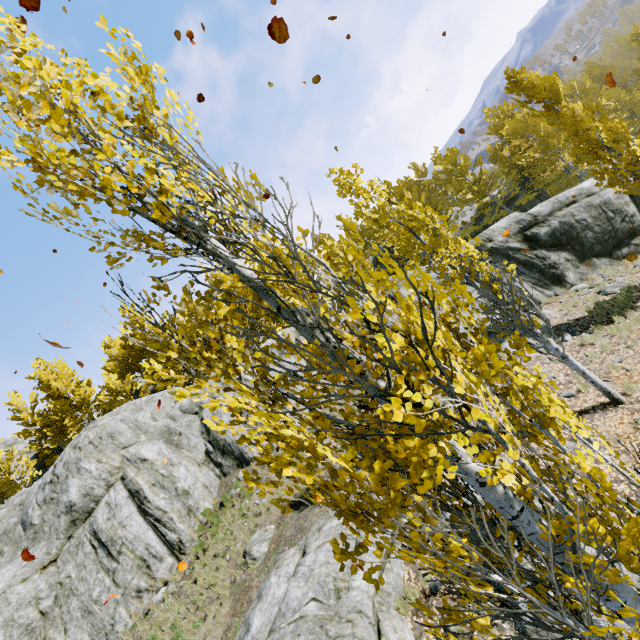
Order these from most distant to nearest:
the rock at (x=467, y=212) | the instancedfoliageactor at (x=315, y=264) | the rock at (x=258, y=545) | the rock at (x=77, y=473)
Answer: the rock at (x=467, y=212)
the rock at (x=77, y=473)
the rock at (x=258, y=545)
the instancedfoliageactor at (x=315, y=264)

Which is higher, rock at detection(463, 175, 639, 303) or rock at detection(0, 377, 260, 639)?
rock at detection(0, 377, 260, 639)

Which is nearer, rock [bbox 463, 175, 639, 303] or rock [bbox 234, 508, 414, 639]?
rock [bbox 234, 508, 414, 639]

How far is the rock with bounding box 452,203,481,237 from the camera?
31.2 meters

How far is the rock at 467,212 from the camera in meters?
31.2 m

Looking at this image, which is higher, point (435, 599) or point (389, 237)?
point (389, 237)

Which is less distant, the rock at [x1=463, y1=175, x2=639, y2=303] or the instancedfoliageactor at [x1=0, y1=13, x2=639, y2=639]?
the instancedfoliageactor at [x1=0, y1=13, x2=639, y2=639]
